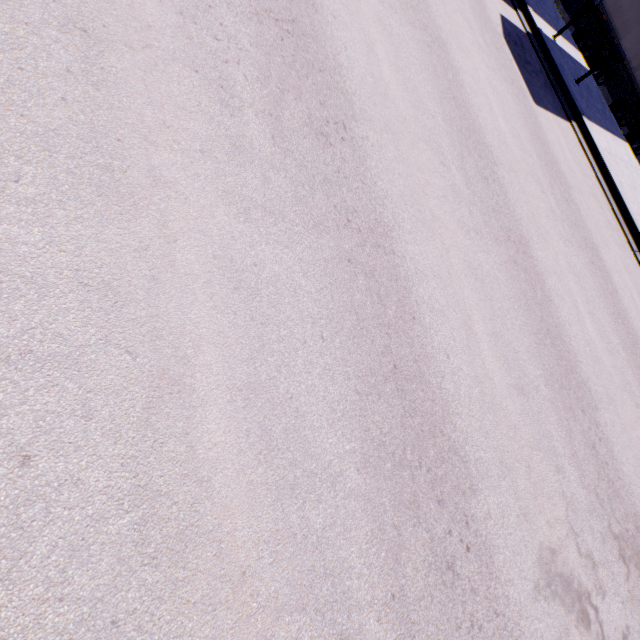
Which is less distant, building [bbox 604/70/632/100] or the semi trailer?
the semi trailer

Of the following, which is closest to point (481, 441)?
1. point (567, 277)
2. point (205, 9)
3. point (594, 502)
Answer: point (594, 502)

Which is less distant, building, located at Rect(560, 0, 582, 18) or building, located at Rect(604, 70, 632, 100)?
building, located at Rect(604, 70, 632, 100)

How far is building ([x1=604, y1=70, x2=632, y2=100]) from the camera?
19.8 meters

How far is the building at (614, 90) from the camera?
19.8m

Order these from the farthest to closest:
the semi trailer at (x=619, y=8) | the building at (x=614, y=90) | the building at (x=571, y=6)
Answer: the building at (x=571, y=6) < the building at (x=614, y=90) < the semi trailer at (x=619, y=8)

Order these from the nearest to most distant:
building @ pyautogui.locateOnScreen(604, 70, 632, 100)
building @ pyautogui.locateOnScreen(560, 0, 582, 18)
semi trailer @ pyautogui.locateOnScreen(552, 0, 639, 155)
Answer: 1. semi trailer @ pyautogui.locateOnScreen(552, 0, 639, 155)
2. building @ pyautogui.locateOnScreen(604, 70, 632, 100)
3. building @ pyautogui.locateOnScreen(560, 0, 582, 18)
